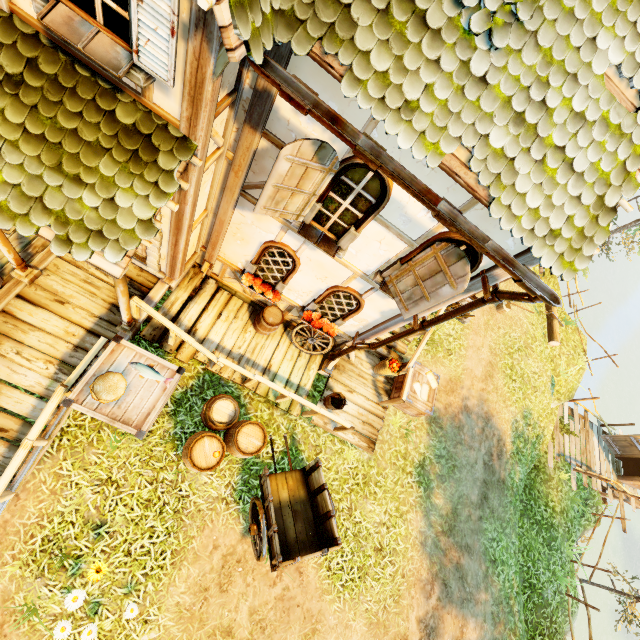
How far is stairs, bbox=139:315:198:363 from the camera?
6.1m

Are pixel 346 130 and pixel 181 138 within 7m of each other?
yes

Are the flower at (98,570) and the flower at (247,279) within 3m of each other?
no

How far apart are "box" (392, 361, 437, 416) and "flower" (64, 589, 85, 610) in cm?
681

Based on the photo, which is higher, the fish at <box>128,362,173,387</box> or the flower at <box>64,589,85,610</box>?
the fish at <box>128,362,173,387</box>

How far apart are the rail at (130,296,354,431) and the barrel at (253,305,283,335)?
1.14m

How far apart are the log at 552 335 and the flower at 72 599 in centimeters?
1473cm

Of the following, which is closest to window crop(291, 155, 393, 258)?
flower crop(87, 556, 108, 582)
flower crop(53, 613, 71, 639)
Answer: flower crop(87, 556, 108, 582)
